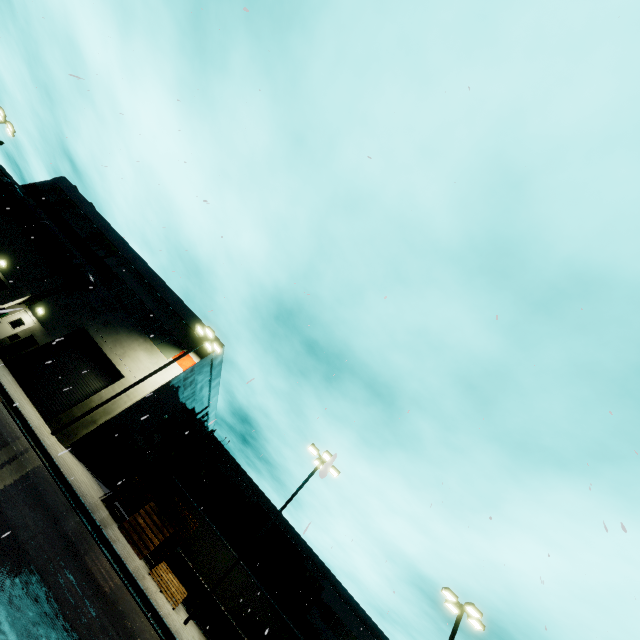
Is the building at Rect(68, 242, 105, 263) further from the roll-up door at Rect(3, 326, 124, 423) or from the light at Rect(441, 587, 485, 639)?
the light at Rect(441, 587, 485, 639)

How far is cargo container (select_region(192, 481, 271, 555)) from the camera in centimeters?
2706cm

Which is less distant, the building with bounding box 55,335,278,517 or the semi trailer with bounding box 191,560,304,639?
the semi trailer with bounding box 191,560,304,639

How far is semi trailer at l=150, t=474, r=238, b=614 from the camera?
18.9m

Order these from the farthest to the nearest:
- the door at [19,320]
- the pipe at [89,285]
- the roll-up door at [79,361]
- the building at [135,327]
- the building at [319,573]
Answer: the building at [319,573] < the pipe at [89,285] < the building at [135,327] < the door at [19,320] < the roll-up door at [79,361]

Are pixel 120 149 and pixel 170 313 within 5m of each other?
no

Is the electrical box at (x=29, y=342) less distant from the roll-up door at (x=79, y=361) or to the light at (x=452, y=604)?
the roll-up door at (x=79, y=361)

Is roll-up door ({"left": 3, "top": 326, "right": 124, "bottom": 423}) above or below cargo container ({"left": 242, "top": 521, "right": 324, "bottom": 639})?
below
